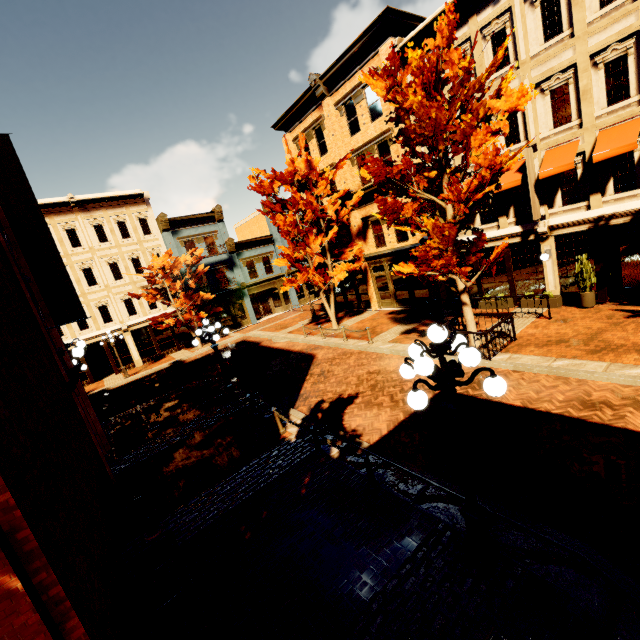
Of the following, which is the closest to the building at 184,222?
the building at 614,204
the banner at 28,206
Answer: the building at 614,204

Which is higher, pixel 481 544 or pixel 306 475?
pixel 481 544

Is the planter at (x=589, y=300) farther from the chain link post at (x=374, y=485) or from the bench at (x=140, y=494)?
the bench at (x=140, y=494)

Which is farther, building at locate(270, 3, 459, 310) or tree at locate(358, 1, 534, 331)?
building at locate(270, 3, 459, 310)

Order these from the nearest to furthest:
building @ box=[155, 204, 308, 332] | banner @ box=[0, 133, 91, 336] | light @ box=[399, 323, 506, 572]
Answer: light @ box=[399, 323, 506, 572] → banner @ box=[0, 133, 91, 336] → building @ box=[155, 204, 308, 332]

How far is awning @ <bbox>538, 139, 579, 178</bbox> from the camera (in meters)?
11.88

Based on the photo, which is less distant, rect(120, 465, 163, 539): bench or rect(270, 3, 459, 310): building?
rect(120, 465, 163, 539): bench

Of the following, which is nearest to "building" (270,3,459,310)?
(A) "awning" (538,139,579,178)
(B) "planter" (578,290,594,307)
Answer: (A) "awning" (538,139,579,178)
